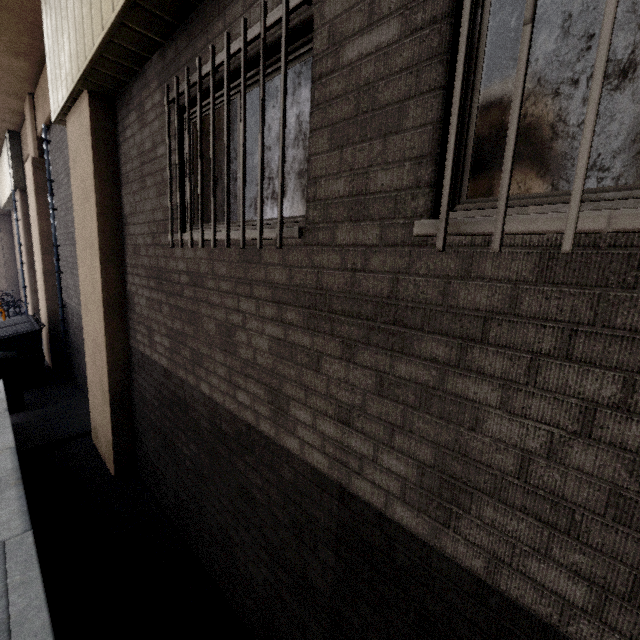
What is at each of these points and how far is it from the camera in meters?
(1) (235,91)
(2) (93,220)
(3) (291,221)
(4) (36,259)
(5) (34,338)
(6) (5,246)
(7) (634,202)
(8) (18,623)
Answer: (1) window, 2.4 m
(2) concrete pillar, 4.2 m
(3) window, 2.1 m
(4) concrete pillar, 8.9 m
(5) dumpster, 7.4 m
(6) concrete pillar, 17.9 m
(7) window, 1.0 m
(8) ramp, 1.1 m

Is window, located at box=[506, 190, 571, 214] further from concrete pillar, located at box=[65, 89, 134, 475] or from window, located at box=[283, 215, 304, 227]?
concrete pillar, located at box=[65, 89, 134, 475]

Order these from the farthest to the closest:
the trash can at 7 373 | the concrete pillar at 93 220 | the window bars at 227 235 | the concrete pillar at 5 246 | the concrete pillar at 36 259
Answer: the concrete pillar at 5 246 → the concrete pillar at 36 259 → the trash can at 7 373 → the concrete pillar at 93 220 → the window bars at 227 235

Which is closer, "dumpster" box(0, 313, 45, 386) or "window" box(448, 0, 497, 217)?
"window" box(448, 0, 497, 217)

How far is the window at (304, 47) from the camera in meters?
1.9 m

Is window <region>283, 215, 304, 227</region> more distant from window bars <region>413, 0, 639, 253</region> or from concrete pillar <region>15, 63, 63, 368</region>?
concrete pillar <region>15, 63, 63, 368</region>

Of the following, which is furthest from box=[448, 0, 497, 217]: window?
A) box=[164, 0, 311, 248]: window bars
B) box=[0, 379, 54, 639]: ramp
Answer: box=[0, 379, 54, 639]: ramp

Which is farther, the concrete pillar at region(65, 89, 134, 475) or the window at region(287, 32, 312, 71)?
the concrete pillar at region(65, 89, 134, 475)
